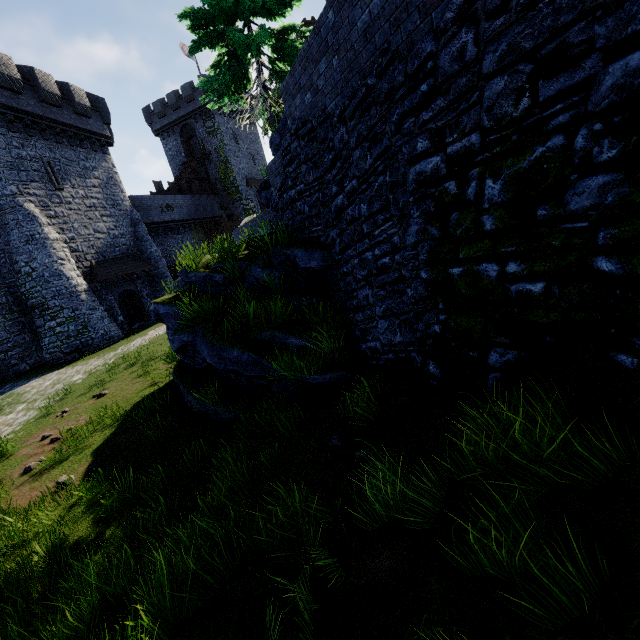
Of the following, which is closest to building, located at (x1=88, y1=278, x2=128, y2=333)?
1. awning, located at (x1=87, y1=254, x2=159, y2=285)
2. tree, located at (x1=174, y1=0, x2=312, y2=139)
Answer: awning, located at (x1=87, y1=254, x2=159, y2=285)

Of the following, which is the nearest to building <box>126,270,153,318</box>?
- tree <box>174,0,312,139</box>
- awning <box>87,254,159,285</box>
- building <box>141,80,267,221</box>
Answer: awning <box>87,254,159,285</box>

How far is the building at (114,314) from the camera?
21.8m

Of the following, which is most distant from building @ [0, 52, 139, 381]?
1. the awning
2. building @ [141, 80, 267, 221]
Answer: building @ [141, 80, 267, 221]

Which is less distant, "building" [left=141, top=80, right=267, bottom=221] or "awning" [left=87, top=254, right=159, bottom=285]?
"awning" [left=87, top=254, right=159, bottom=285]

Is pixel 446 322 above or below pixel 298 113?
below

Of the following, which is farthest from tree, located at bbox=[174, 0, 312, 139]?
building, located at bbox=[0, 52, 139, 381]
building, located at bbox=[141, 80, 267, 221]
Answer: building, located at bbox=[141, 80, 267, 221]

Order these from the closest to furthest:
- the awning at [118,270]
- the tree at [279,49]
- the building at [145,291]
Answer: the tree at [279,49], the awning at [118,270], the building at [145,291]
